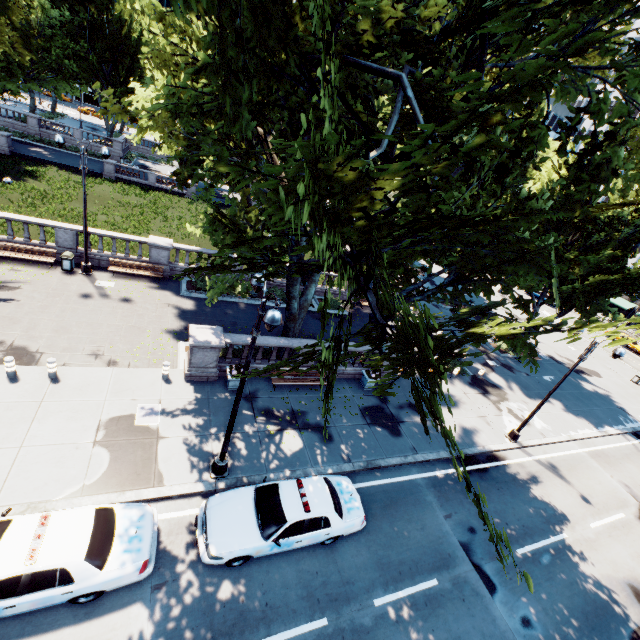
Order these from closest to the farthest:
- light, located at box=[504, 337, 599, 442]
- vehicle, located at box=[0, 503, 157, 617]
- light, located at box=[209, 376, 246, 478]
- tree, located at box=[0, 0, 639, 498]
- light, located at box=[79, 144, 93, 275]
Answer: tree, located at box=[0, 0, 639, 498] → vehicle, located at box=[0, 503, 157, 617] → light, located at box=[209, 376, 246, 478] → light, located at box=[504, 337, 599, 442] → light, located at box=[79, 144, 93, 275]

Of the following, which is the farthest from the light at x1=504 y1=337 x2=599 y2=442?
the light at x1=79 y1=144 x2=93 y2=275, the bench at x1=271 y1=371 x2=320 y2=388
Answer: the light at x1=79 y1=144 x2=93 y2=275

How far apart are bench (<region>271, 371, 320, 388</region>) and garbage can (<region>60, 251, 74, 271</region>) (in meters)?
13.46

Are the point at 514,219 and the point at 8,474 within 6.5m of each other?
no

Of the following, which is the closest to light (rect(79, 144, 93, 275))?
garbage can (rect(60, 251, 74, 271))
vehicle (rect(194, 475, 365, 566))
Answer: garbage can (rect(60, 251, 74, 271))

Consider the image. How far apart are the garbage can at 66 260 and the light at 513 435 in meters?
26.8

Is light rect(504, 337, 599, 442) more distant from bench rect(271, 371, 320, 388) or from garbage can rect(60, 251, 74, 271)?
garbage can rect(60, 251, 74, 271)

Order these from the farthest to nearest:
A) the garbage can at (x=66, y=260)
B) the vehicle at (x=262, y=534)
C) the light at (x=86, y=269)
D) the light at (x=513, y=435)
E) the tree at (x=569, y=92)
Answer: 1. the garbage can at (x=66, y=260)
2. the light at (x=86, y=269)
3. the light at (x=513, y=435)
4. the vehicle at (x=262, y=534)
5. the tree at (x=569, y=92)
